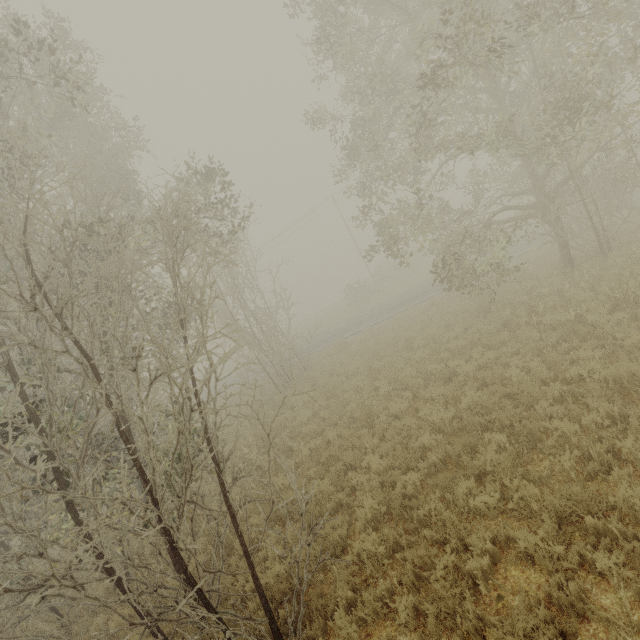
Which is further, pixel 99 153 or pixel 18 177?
pixel 99 153
